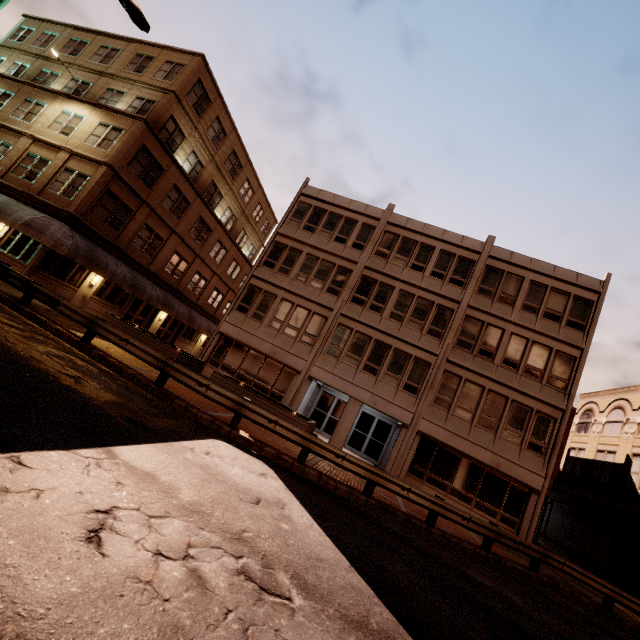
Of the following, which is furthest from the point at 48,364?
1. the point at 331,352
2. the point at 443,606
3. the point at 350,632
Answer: the point at 331,352

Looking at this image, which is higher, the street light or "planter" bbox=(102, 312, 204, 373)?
the street light

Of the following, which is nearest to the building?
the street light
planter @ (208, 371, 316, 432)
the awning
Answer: planter @ (208, 371, 316, 432)

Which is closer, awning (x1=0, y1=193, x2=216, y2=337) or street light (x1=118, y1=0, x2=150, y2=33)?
street light (x1=118, y1=0, x2=150, y2=33)

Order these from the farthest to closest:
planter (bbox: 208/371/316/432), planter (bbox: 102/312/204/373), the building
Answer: the building, planter (bbox: 102/312/204/373), planter (bbox: 208/371/316/432)

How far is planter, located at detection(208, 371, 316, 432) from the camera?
13.5m

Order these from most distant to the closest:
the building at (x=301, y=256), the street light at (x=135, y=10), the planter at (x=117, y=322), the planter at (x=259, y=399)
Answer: the building at (x=301, y=256) < the planter at (x=117, y=322) < the planter at (x=259, y=399) < the street light at (x=135, y=10)

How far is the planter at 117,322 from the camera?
15.4 meters
